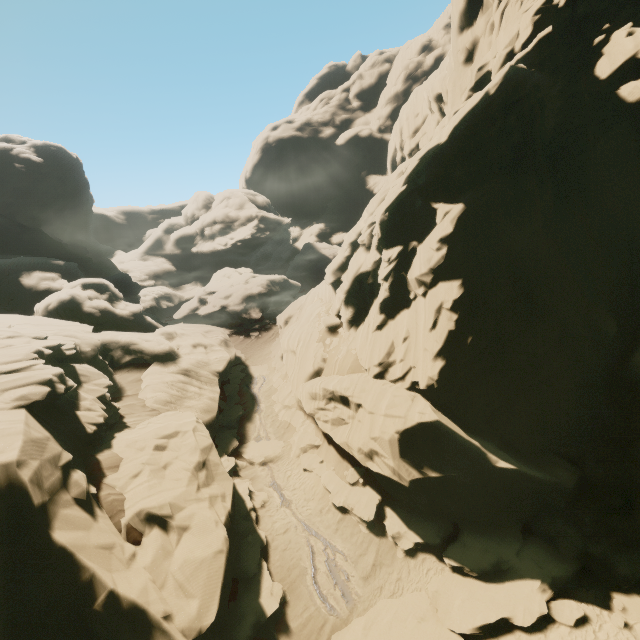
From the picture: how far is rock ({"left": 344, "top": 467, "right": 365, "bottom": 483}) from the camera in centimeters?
1723cm

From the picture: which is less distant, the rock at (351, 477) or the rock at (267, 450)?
the rock at (351, 477)

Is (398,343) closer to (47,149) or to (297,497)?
(297,497)

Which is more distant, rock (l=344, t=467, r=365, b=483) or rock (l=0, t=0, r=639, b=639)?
rock (l=344, t=467, r=365, b=483)

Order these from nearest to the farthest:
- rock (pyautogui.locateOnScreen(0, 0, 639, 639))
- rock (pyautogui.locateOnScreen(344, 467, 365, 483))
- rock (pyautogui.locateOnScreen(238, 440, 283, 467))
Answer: rock (pyautogui.locateOnScreen(0, 0, 639, 639))
rock (pyautogui.locateOnScreen(344, 467, 365, 483))
rock (pyautogui.locateOnScreen(238, 440, 283, 467))
